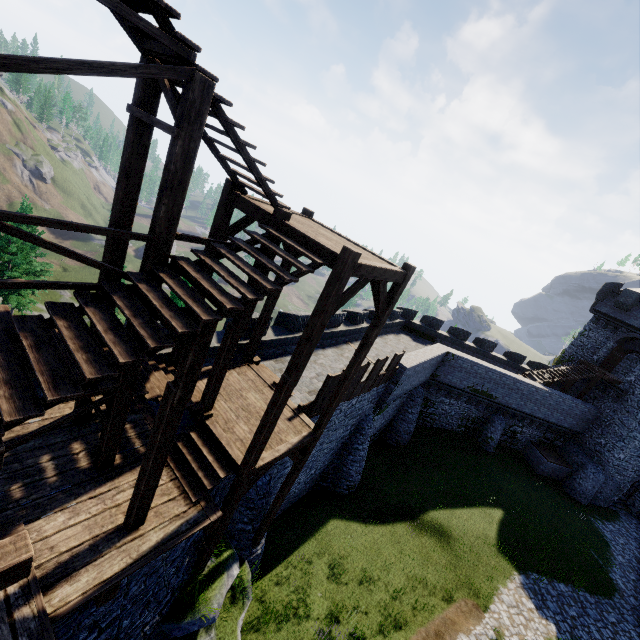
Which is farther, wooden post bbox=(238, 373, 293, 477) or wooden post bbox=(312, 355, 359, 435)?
wooden post bbox=(312, 355, 359, 435)

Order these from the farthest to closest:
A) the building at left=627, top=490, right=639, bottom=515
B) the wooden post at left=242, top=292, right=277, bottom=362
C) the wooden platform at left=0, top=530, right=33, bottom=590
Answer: the building at left=627, top=490, right=639, bottom=515, the wooden post at left=242, top=292, right=277, bottom=362, the wooden platform at left=0, top=530, right=33, bottom=590

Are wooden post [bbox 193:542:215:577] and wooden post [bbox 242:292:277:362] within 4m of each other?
no

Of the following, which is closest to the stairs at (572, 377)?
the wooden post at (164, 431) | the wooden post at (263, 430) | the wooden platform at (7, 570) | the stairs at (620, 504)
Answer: the stairs at (620, 504)

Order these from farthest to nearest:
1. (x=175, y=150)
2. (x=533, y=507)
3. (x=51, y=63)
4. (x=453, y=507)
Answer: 1. (x=533, y=507)
2. (x=453, y=507)
3. (x=175, y=150)
4. (x=51, y=63)

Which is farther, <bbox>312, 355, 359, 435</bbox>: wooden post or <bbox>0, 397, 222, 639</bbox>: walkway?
<bbox>312, 355, 359, 435</bbox>: wooden post

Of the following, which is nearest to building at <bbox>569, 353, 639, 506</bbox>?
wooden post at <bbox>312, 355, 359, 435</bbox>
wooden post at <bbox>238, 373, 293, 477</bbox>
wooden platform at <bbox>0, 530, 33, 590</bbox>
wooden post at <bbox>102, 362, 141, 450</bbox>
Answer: wooden post at <bbox>312, 355, 359, 435</bbox>

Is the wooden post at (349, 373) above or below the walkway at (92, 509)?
above
